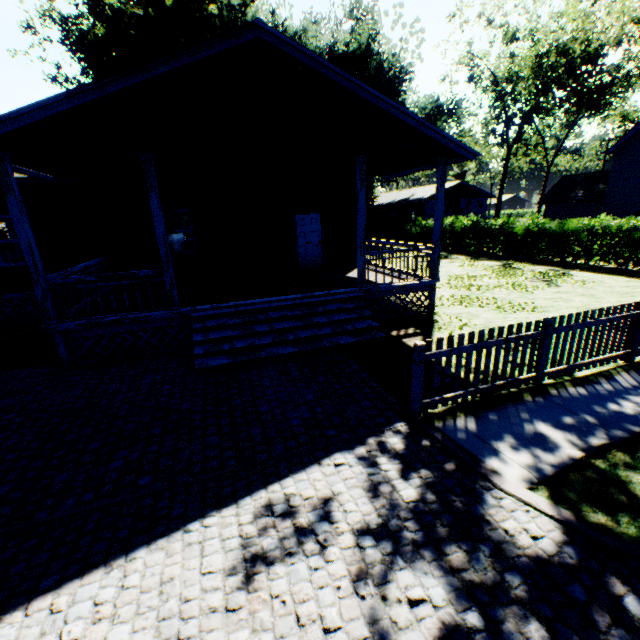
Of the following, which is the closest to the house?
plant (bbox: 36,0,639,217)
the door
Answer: the door

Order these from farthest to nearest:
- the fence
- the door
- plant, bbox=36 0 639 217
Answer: plant, bbox=36 0 639 217 < the door < the fence

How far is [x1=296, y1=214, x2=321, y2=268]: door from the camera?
13.1m

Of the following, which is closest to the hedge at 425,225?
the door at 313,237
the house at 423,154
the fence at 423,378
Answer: the house at 423,154

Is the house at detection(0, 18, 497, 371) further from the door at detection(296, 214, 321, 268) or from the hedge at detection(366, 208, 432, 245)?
the hedge at detection(366, 208, 432, 245)

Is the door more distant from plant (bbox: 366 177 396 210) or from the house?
plant (bbox: 366 177 396 210)

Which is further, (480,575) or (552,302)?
(552,302)

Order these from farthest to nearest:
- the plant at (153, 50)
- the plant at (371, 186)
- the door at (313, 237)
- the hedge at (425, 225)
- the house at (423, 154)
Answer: the plant at (371, 186)
the plant at (153, 50)
the hedge at (425, 225)
the door at (313, 237)
the house at (423, 154)
